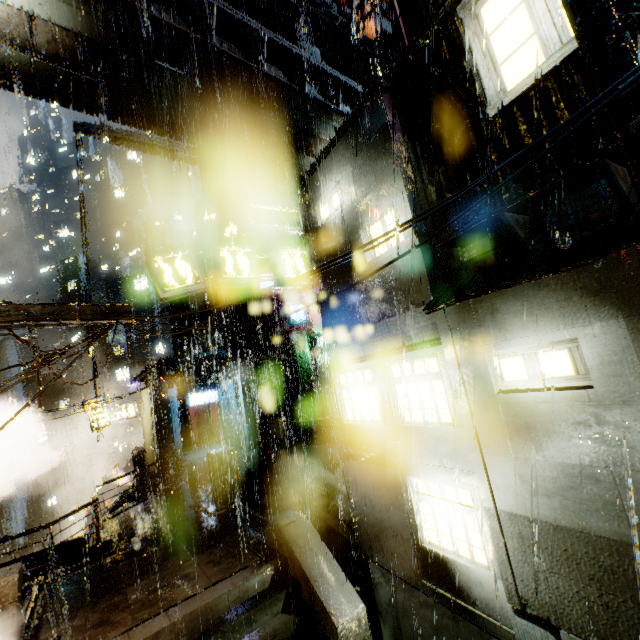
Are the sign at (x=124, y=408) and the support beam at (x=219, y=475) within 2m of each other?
no

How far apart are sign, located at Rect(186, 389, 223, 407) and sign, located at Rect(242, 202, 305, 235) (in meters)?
19.56

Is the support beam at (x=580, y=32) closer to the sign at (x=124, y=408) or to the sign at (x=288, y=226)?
the sign at (x=288, y=226)

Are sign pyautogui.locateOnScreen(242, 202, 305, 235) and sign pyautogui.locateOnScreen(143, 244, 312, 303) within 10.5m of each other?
yes

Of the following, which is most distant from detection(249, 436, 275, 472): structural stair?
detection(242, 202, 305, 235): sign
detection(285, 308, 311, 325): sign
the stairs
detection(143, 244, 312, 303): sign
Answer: detection(242, 202, 305, 235): sign

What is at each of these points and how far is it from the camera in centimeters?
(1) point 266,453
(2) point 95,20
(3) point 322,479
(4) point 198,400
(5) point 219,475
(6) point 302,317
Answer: (1) structural stair, 1700cm
(2) building, 1338cm
(3) gear, 1434cm
(4) sign, 2711cm
(5) support beam, 1400cm
(6) sign, 2577cm

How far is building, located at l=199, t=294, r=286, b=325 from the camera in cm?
3072
